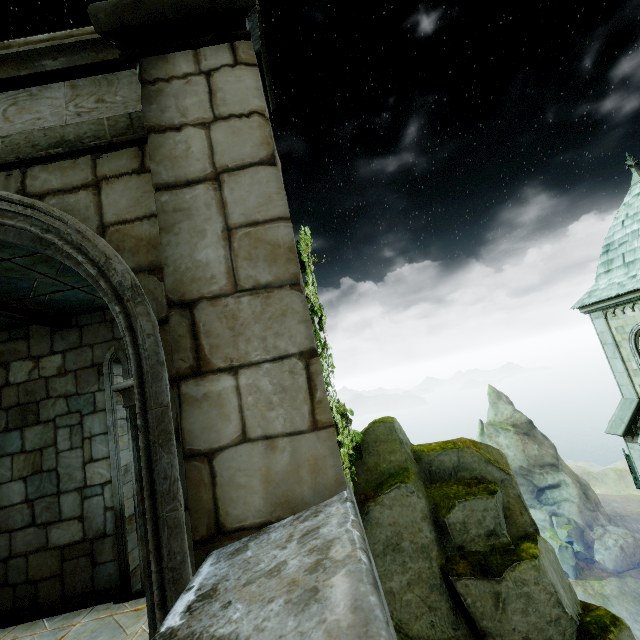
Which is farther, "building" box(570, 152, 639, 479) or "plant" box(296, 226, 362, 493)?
"building" box(570, 152, 639, 479)

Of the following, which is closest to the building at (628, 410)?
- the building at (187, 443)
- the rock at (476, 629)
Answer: the rock at (476, 629)

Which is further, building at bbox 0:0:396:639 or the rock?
the rock

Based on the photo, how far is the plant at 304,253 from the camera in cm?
406

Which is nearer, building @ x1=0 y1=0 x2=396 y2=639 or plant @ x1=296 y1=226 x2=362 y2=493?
building @ x1=0 y1=0 x2=396 y2=639

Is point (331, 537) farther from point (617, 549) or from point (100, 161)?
point (617, 549)

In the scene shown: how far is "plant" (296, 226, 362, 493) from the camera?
4.1 meters

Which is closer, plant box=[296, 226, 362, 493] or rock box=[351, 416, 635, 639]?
rock box=[351, 416, 635, 639]
